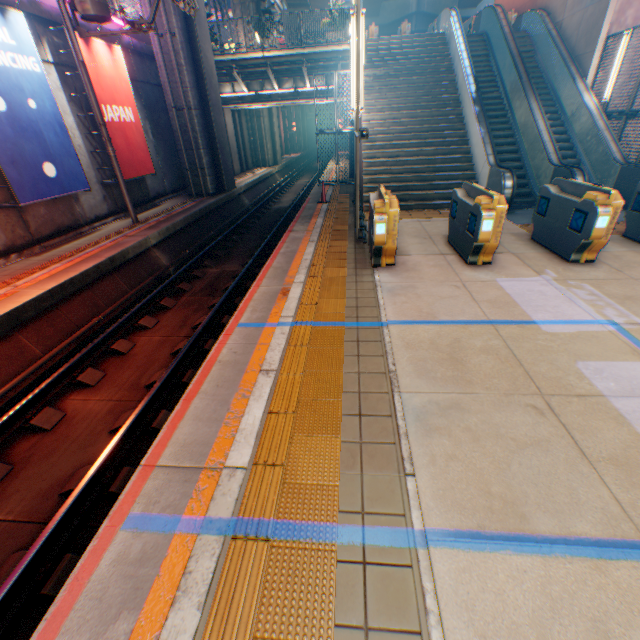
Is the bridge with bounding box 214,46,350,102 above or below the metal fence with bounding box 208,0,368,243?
above

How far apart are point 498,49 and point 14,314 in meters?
19.5

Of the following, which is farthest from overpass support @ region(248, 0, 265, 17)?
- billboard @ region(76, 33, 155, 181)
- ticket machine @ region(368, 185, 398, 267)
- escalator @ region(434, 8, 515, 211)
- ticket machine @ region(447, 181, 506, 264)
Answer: ticket machine @ region(447, 181, 506, 264)

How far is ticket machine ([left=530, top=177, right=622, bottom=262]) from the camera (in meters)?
5.82

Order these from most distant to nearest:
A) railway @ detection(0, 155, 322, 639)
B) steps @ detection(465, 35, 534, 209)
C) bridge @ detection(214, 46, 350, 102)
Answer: bridge @ detection(214, 46, 350, 102)
steps @ detection(465, 35, 534, 209)
railway @ detection(0, 155, 322, 639)

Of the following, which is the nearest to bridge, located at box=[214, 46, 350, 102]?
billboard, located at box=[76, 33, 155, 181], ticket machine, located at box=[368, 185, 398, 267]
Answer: billboard, located at box=[76, 33, 155, 181]

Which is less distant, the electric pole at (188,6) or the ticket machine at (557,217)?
the ticket machine at (557,217)

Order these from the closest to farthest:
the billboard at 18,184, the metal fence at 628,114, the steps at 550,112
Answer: the billboard at 18,184
the metal fence at 628,114
the steps at 550,112
